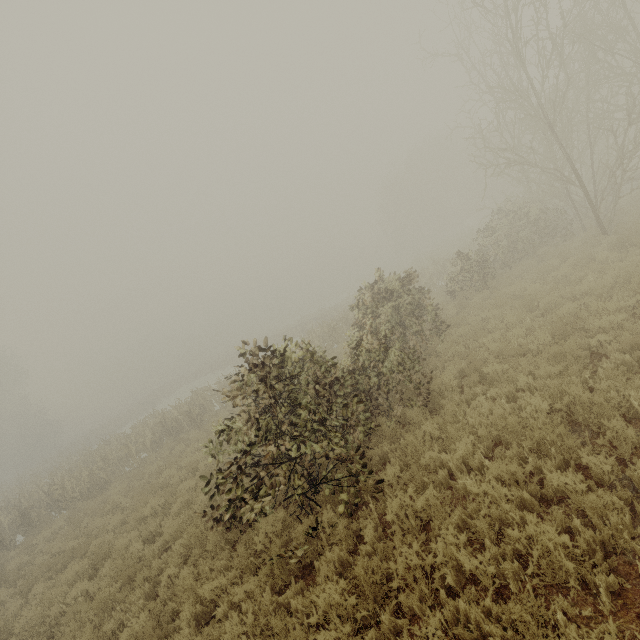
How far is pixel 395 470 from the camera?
6.1 meters
